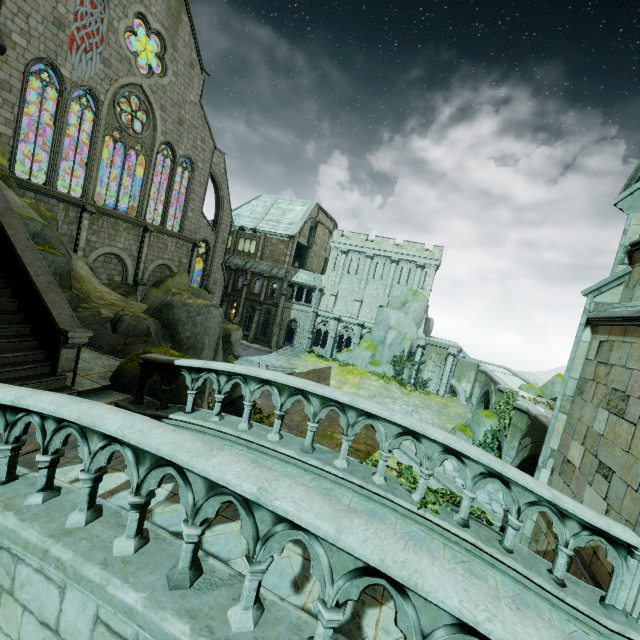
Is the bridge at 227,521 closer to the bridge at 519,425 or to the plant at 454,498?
the plant at 454,498

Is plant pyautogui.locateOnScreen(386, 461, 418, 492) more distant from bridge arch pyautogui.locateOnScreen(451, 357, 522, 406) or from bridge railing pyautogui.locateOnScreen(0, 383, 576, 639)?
bridge arch pyautogui.locateOnScreen(451, 357, 522, 406)

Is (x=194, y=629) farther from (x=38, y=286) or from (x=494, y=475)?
(x=38, y=286)

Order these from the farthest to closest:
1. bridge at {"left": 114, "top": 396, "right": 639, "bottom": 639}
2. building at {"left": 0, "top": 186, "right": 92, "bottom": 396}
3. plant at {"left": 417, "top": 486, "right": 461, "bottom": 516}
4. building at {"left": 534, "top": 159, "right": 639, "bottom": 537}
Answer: building at {"left": 0, "top": 186, "right": 92, "bottom": 396}, building at {"left": 534, "top": 159, "right": 639, "bottom": 537}, plant at {"left": 417, "top": 486, "right": 461, "bottom": 516}, bridge at {"left": 114, "top": 396, "right": 639, "bottom": 639}

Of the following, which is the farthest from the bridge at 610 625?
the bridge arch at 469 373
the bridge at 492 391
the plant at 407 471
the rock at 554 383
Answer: the bridge arch at 469 373

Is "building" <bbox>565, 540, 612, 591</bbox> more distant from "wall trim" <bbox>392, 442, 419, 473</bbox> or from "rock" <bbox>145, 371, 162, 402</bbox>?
"wall trim" <bbox>392, 442, 419, 473</bbox>

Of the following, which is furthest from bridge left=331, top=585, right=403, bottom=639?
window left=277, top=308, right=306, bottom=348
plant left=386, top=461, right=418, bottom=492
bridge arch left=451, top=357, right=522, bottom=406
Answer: window left=277, top=308, right=306, bottom=348

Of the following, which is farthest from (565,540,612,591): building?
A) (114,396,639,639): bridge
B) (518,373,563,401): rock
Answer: (518,373,563,401): rock
